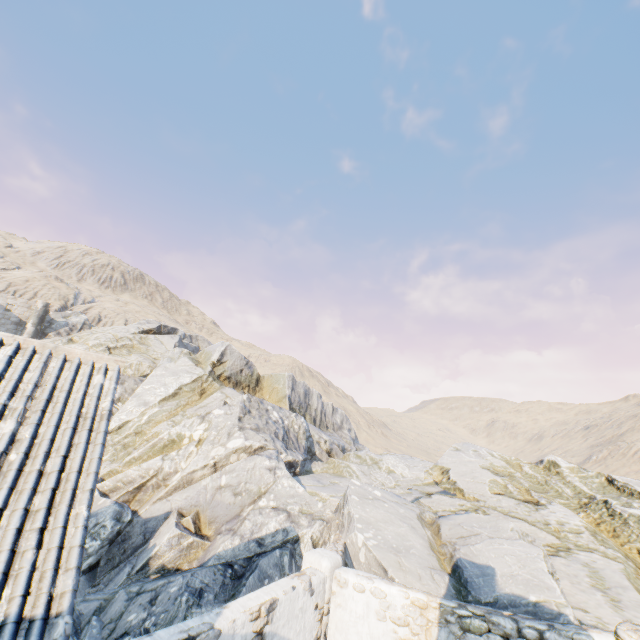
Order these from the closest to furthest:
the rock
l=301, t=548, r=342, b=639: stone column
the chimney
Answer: l=301, t=548, r=342, b=639: stone column, the rock, the chimney

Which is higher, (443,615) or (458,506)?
(458,506)

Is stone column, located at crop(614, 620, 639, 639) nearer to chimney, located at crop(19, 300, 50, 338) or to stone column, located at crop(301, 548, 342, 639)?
stone column, located at crop(301, 548, 342, 639)

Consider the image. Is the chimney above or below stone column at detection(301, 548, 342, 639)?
above

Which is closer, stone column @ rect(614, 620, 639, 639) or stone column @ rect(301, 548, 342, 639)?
stone column @ rect(614, 620, 639, 639)

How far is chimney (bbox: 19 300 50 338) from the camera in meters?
30.0

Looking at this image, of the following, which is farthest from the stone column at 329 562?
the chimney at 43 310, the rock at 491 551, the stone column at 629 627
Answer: the chimney at 43 310
